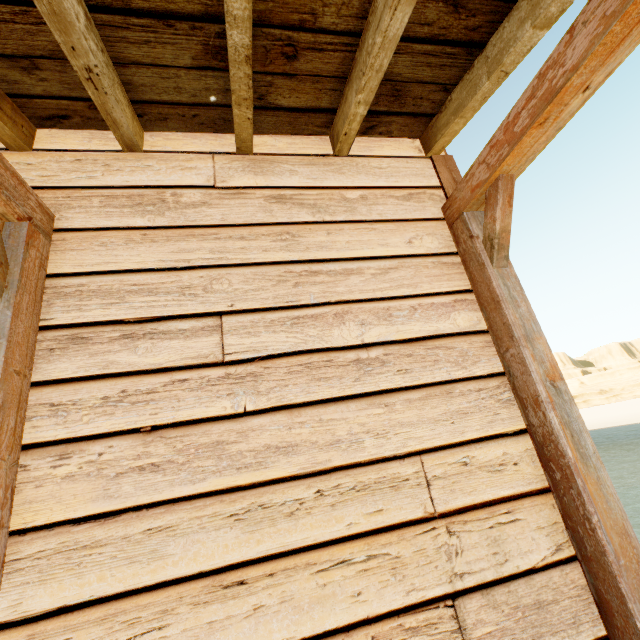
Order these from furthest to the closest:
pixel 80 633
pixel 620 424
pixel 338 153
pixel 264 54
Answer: pixel 620 424 → pixel 338 153 → pixel 264 54 → pixel 80 633
